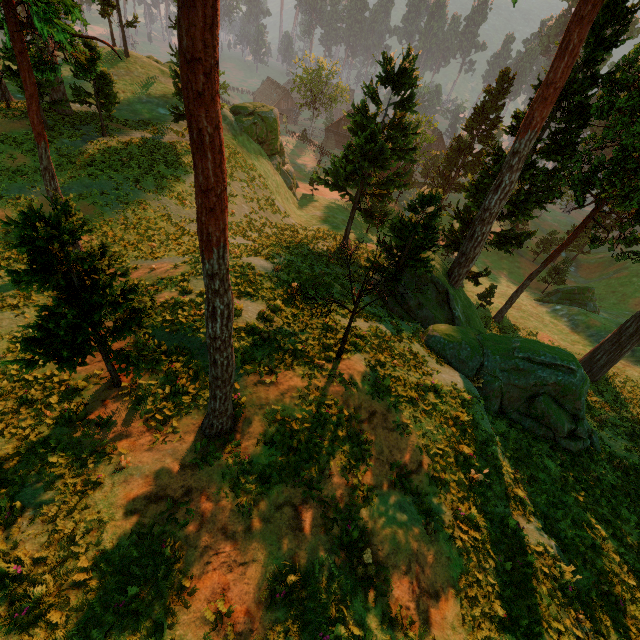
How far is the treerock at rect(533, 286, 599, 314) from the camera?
39.8m

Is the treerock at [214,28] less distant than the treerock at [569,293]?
Yes

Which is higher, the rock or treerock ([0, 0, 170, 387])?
treerock ([0, 0, 170, 387])

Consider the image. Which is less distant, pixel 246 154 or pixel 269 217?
pixel 269 217

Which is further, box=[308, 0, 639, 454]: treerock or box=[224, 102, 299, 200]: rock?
box=[224, 102, 299, 200]: rock

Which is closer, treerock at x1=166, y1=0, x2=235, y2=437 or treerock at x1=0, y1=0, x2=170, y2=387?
treerock at x1=166, y1=0, x2=235, y2=437

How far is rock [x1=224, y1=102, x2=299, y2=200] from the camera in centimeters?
3691cm

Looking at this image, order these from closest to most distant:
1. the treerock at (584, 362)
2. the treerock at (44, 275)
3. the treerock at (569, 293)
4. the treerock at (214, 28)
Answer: the treerock at (214, 28) → the treerock at (44, 275) → the treerock at (584, 362) → the treerock at (569, 293)
